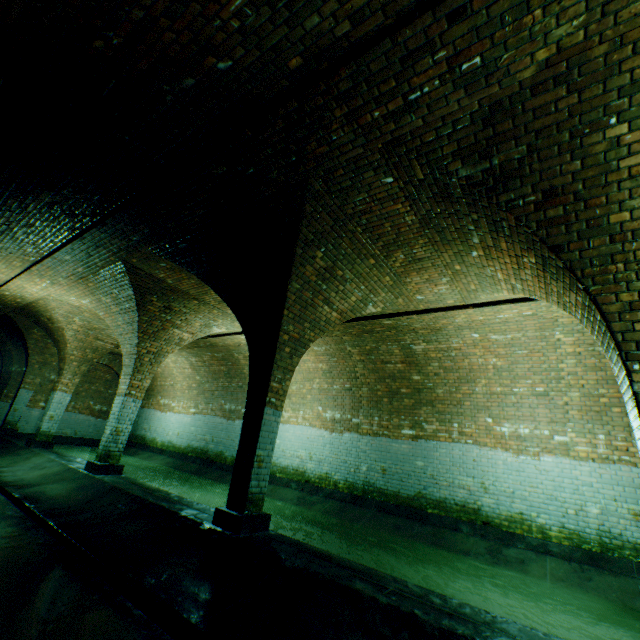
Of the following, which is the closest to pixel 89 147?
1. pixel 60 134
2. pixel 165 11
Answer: pixel 60 134
